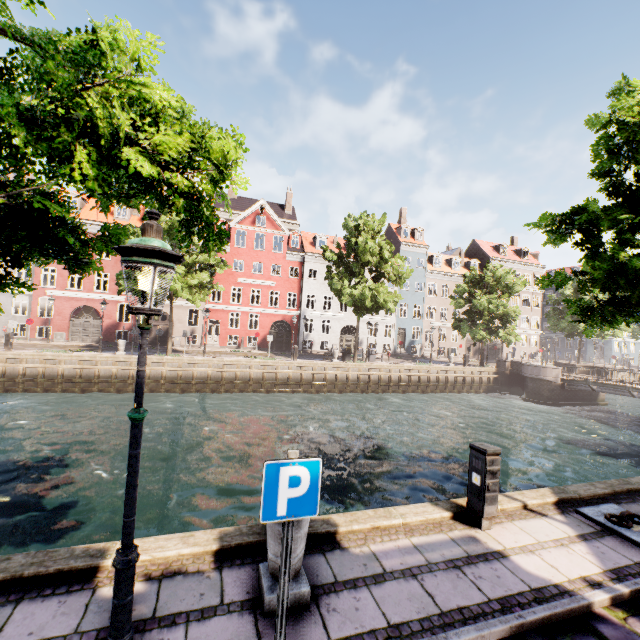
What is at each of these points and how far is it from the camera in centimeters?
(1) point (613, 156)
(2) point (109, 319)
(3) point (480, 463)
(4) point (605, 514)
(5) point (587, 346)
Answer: (1) tree, 712cm
(2) building, 2945cm
(3) electrical box, 517cm
(4) boat ring, 557cm
(5) building, 5303cm

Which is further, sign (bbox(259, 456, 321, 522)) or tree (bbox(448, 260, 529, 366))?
tree (bbox(448, 260, 529, 366))

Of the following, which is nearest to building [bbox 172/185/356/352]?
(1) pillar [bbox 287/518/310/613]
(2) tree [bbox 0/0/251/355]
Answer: (2) tree [bbox 0/0/251/355]

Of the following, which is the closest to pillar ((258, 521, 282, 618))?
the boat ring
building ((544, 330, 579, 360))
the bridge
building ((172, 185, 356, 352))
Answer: the boat ring

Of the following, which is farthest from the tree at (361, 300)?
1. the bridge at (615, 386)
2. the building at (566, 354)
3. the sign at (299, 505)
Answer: the building at (566, 354)

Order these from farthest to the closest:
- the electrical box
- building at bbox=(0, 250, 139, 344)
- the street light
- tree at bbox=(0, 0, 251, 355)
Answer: building at bbox=(0, 250, 139, 344)
the electrical box
tree at bbox=(0, 0, 251, 355)
the street light

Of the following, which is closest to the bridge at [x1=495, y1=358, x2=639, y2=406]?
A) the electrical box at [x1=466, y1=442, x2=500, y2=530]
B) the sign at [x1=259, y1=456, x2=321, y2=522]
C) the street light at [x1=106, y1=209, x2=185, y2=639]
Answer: the electrical box at [x1=466, y1=442, x2=500, y2=530]

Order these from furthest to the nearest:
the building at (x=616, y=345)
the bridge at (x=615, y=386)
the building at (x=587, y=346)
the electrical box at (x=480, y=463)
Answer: the building at (x=587, y=346), the building at (x=616, y=345), the bridge at (x=615, y=386), the electrical box at (x=480, y=463)
